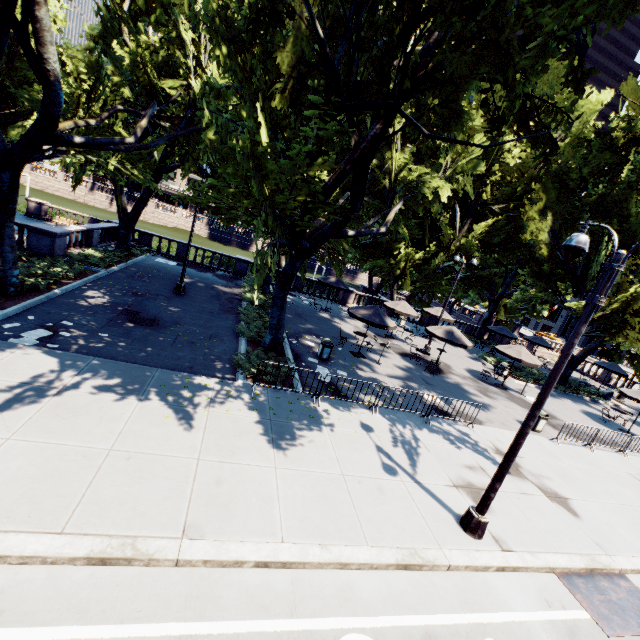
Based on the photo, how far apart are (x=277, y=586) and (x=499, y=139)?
31.14m

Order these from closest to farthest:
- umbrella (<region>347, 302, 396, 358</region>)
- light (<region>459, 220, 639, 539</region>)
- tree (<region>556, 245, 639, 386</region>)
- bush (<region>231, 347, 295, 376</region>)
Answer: light (<region>459, 220, 639, 539</region>) → bush (<region>231, 347, 295, 376</region>) → umbrella (<region>347, 302, 396, 358</region>) → tree (<region>556, 245, 639, 386</region>)

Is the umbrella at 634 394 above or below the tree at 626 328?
below

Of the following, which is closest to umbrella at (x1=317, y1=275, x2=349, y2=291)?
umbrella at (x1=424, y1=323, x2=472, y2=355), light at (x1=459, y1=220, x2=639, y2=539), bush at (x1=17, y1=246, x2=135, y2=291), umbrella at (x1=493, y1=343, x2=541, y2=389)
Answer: umbrella at (x1=424, y1=323, x2=472, y2=355)

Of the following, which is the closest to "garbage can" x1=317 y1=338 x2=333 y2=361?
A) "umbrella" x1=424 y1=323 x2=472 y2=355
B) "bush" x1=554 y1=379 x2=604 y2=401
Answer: "umbrella" x1=424 y1=323 x2=472 y2=355

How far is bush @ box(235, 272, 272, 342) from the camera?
15.2m

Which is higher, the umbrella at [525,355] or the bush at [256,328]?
the umbrella at [525,355]

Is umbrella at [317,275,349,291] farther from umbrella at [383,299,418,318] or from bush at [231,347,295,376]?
bush at [231,347,295,376]
